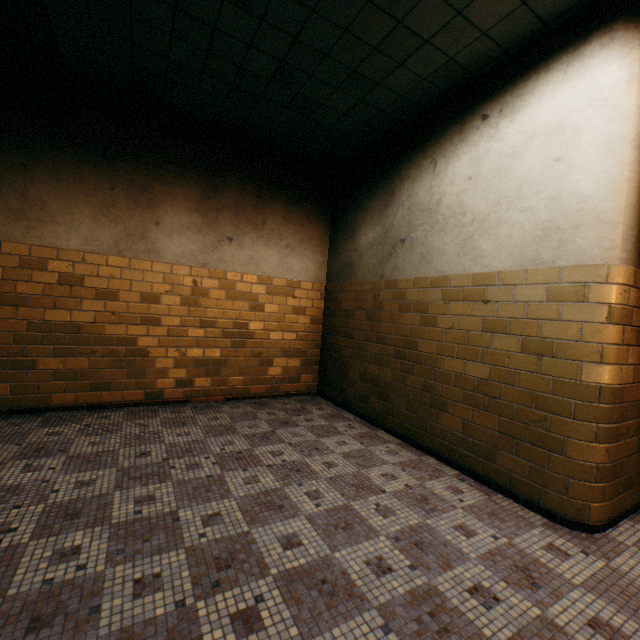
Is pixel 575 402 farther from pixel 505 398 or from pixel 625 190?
pixel 625 190
